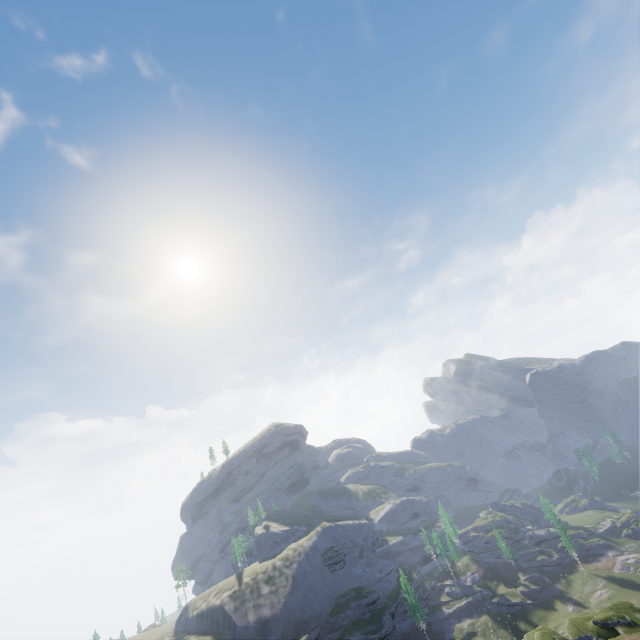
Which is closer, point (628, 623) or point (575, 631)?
point (628, 623)
